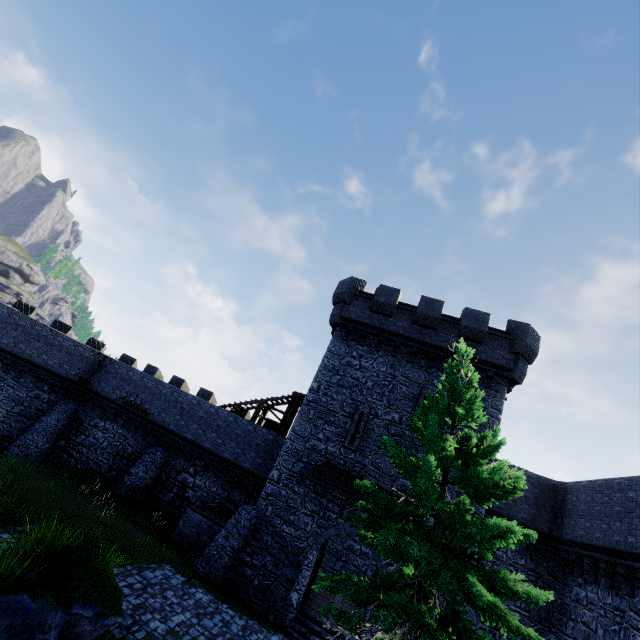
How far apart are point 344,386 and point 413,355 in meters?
4.3

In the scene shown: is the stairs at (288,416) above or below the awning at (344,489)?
above

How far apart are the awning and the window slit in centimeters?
74cm

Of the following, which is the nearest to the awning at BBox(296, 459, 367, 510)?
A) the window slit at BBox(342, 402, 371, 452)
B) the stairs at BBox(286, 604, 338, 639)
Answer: the window slit at BBox(342, 402, 371, 452)

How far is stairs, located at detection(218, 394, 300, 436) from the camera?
21.7m

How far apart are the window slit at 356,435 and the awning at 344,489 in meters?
0.7

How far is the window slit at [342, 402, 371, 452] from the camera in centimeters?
1628cm

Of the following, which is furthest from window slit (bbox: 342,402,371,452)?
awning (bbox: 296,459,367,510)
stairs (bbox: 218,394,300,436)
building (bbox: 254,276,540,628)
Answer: stairs (bbox: 218,394,300,436)
